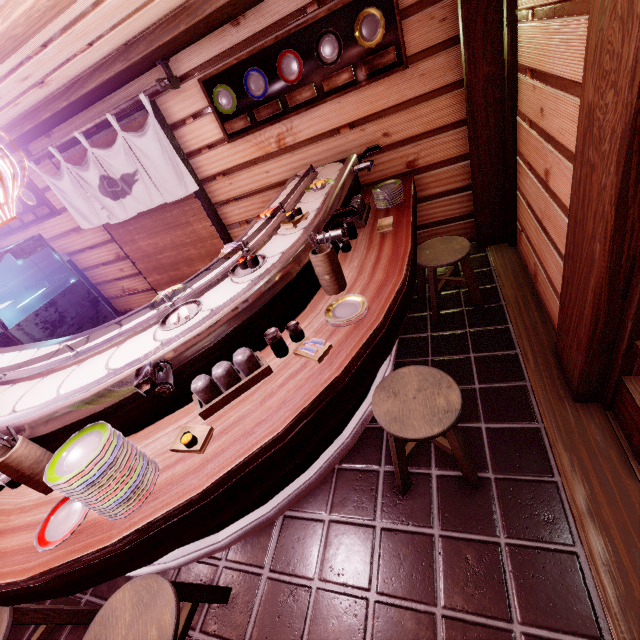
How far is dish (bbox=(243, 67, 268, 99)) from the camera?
5.9 meters

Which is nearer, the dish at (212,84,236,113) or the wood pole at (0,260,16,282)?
the dish at (212,84,236,113)

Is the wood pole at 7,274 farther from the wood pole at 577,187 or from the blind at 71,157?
the wood pole at 577,187

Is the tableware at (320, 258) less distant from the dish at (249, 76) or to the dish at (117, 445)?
the dish at (117, 445)

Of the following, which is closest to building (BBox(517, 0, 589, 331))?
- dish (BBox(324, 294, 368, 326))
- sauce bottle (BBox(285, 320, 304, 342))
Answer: dish (BBox(324, 294, 368, 326))

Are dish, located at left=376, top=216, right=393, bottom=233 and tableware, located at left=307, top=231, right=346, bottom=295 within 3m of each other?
yes

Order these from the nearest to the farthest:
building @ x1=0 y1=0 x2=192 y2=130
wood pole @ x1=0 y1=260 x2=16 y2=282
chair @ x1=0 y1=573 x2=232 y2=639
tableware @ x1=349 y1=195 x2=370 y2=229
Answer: chair @ x1=0 y1=573 x2=232 y2=639, building @ x1=0 y1=0 x2=192 y2=130, tableware @ x1=349 y1=195 x2=370 y2=229, wood pole @ x1=0 y1=260 x2=16 y2=282

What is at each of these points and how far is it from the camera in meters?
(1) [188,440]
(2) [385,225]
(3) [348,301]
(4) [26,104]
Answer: (1) food, 2.7 m
(2) dish, 4.8 m
(3) dish, 3.7 m
(4) building, 5.8 m
